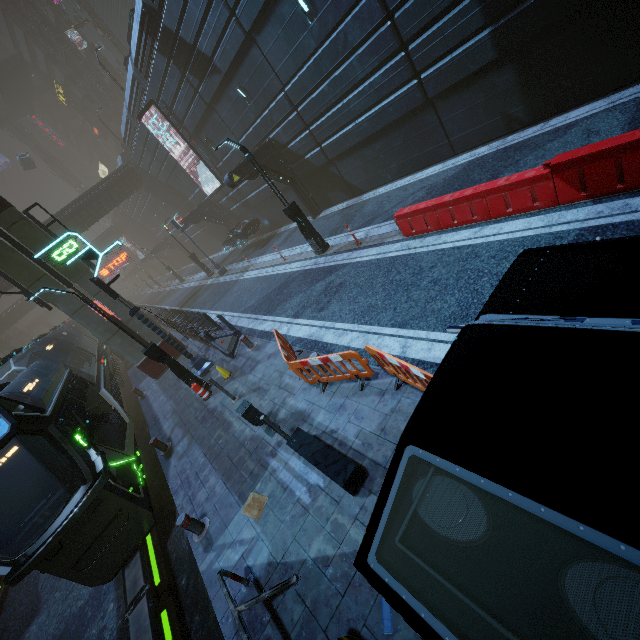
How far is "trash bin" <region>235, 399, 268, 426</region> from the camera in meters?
7.0

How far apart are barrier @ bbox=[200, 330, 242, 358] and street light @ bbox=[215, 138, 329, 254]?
4.7 meters

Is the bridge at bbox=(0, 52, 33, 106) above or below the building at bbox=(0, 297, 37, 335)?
above

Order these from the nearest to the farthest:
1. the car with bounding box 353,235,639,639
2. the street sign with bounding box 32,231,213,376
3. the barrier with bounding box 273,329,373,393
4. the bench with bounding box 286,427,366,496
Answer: the car with bounding box 353,235,639,639 < the bench with bounding box 286,427,366,496 < the barrier with bounding box 273,329,373,393 < the street sign with bounding box 32,231,213,376

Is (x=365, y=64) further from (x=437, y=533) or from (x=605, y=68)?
(x=437, y=533)

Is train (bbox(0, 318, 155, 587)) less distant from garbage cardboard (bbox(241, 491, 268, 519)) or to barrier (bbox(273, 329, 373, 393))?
garbage cardboard (bbox(241, 491, 268, 519))

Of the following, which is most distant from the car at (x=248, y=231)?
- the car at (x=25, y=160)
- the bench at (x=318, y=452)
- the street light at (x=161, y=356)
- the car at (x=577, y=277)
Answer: the car at (x=25, y=160)

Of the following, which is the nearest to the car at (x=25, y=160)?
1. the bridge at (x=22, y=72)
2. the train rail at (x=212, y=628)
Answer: the bridge at (x=22, y=72)
